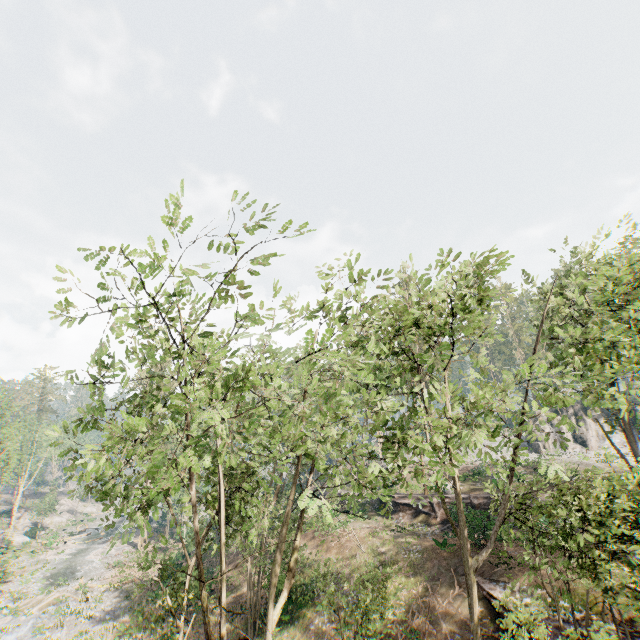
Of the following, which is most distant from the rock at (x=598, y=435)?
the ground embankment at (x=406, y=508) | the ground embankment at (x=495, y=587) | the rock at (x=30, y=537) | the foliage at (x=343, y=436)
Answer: the rock at (x=30, y=537)

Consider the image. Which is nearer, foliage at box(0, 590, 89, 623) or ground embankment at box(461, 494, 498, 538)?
ground embankment at box(461, 494, 498, 538)

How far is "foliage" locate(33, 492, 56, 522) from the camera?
55.34m

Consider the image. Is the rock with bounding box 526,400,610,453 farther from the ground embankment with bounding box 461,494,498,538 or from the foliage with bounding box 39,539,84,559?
the ground embankment with bounding box 461,494,498,538

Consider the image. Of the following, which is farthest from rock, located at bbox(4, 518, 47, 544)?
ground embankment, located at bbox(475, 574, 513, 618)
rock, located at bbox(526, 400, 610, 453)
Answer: rock, located at bbox(526, 400, 610, 453)

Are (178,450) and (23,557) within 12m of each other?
no

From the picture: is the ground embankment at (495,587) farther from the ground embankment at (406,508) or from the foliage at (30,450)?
the ground embankment at (406,508)
